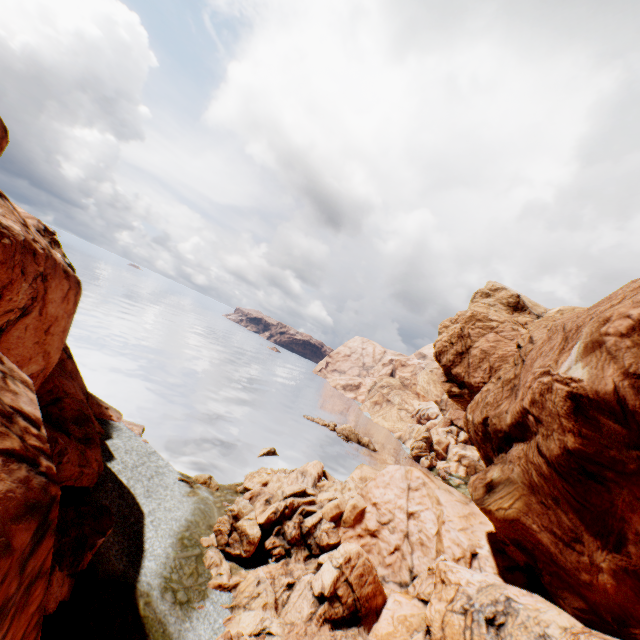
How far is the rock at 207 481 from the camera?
29.6m

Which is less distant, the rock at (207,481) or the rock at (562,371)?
the rock at (562,371)

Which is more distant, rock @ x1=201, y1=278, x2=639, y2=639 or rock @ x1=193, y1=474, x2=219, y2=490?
rock @ x1=193, y1=474, x2=219, y2=490

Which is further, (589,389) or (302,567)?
(302,567)

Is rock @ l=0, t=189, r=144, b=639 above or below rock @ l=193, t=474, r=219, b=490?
above

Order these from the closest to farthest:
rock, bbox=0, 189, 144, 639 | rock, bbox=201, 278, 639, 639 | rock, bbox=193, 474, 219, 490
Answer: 1. rock, bbox=0, 189, 144, 639
2. rock, bbox=201, 278, 639, 639
3. rock, bbox=193, 474, 219, 490

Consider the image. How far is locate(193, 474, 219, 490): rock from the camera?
29.6m
